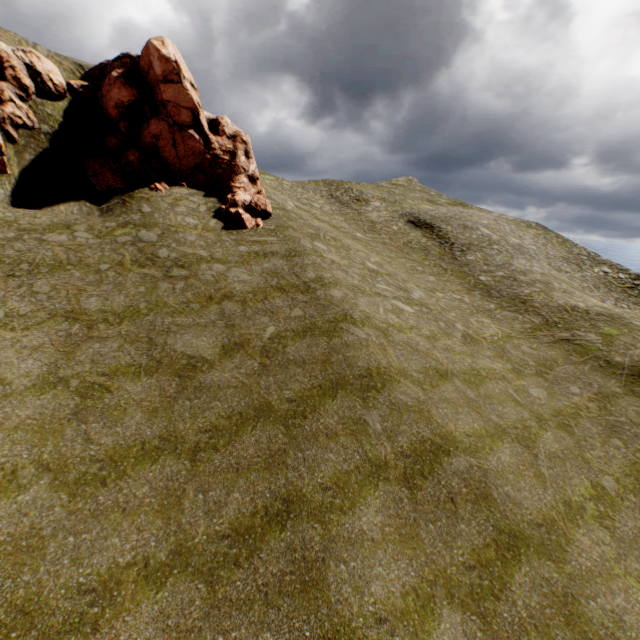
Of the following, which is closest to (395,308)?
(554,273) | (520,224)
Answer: (554,273)
